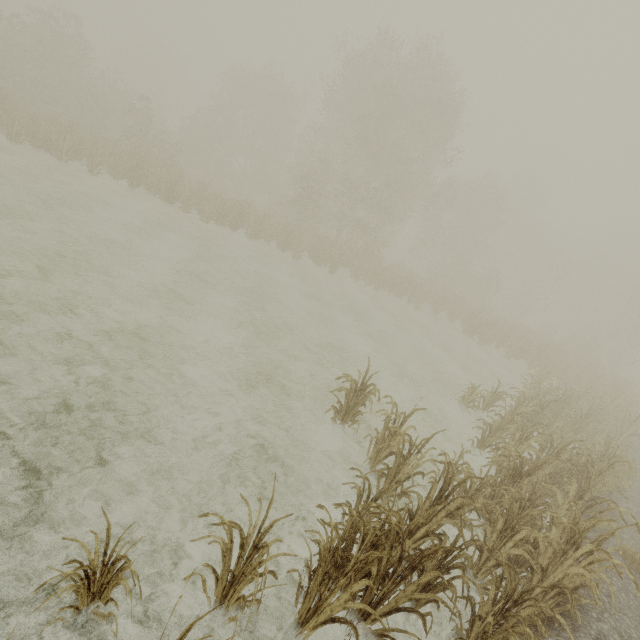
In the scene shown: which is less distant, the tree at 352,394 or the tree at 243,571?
the tree at 243,571

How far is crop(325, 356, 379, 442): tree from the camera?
5.83m

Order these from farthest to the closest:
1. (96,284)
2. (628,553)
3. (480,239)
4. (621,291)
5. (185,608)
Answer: (480,239) < (621,291) < (96,284) < (628,553) < (185,608)

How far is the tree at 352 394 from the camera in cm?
583

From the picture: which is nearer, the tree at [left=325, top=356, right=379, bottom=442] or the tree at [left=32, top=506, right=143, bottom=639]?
the tree at [left=32, top=506, right=143, bottom=639]
